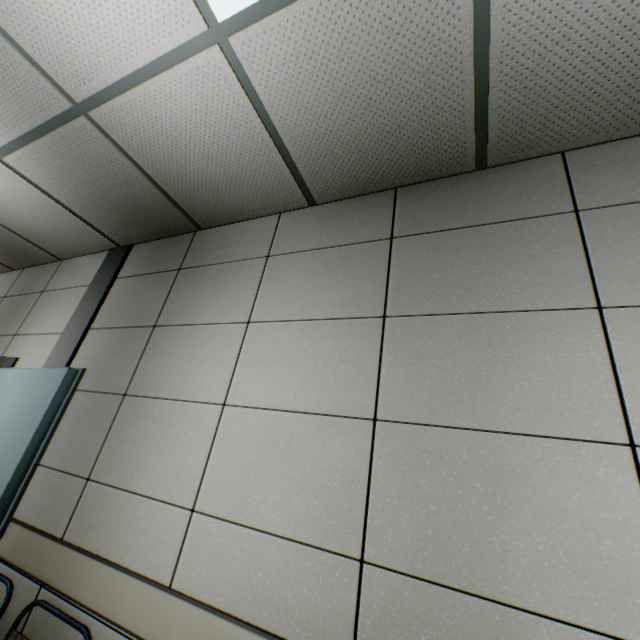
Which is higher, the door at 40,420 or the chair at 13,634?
the door at 40,420

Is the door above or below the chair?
above

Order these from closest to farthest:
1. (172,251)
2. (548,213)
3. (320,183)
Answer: (548,213)
(320,183)
(172,251)
